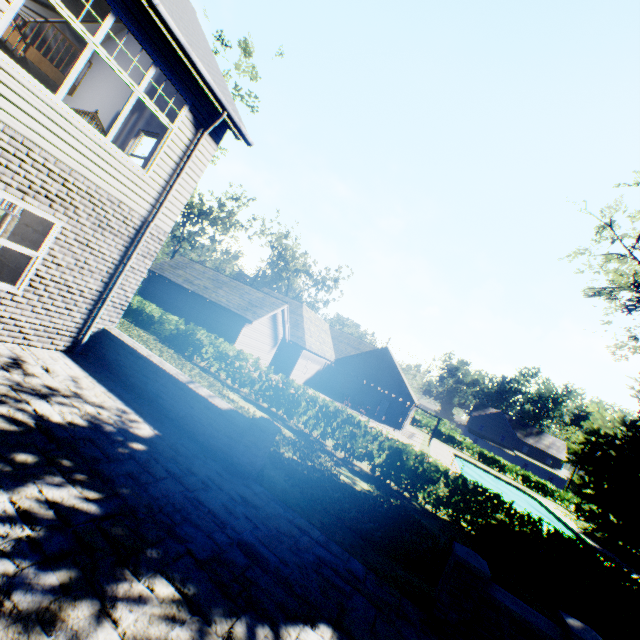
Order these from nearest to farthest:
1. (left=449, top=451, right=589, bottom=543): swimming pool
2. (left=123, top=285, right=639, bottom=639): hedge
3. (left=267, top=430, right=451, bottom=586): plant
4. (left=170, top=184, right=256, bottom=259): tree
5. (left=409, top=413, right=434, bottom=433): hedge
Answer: (left=267, top=430, right=451, bottom=586): plant
(left=123, top=285, right=639, bottom=639): hedge
(left=449, top=451, right=589, bottom=543): swimming pool
(left=170, top=184, right=256, bottom=259): tree
(left=409, top=413, right=434, bottom=433): hedge

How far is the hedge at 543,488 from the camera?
42.8 meters

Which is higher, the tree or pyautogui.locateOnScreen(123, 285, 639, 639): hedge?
the tree

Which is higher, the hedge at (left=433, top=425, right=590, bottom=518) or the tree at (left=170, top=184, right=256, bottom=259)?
the tree at (left=170, top=184, right=256, bottom=259)

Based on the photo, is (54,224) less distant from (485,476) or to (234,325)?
(234,325)

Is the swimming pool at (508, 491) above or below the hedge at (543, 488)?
below

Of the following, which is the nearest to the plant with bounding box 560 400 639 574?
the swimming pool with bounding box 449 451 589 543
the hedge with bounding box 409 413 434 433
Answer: the hedge with bounding box 409 413 434 433

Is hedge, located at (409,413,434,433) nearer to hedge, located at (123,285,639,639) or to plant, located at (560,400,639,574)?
plant, located at (560,400,639,574)
